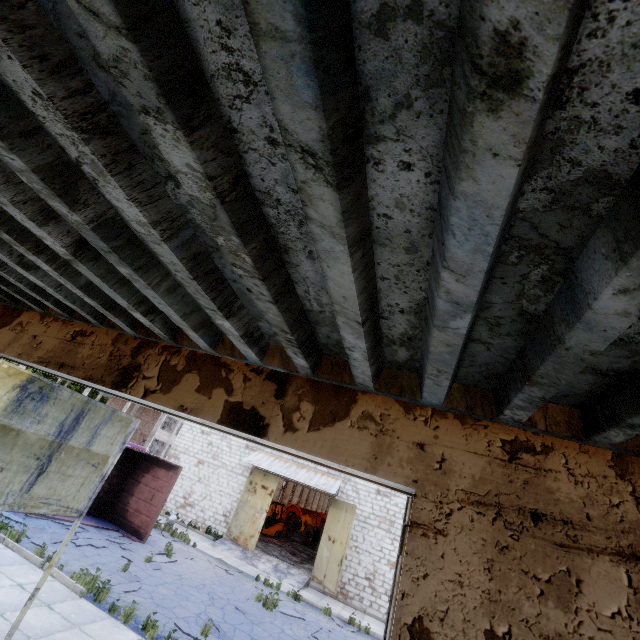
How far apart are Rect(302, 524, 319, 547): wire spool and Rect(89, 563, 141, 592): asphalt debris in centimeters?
2080cm

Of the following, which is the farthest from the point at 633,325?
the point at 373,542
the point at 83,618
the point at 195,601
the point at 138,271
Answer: the point at 373,542

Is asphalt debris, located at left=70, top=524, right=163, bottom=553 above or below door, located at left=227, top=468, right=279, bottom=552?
below

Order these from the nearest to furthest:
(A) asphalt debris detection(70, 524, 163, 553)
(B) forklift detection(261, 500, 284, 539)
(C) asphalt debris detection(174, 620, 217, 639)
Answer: (C) asphalt debris detection(174, 620, 217, 639) < (A) asphalt debris detection(70, 524, 163, 553) < (B) forklift detection(261, 500, 284, 539)

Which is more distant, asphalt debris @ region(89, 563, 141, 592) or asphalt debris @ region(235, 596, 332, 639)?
asphalt debris @ region(235, 596, 332, 639)

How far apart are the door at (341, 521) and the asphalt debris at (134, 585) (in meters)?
9.38

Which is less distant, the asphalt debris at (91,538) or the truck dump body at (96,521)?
the asphalt debris at (91,538)

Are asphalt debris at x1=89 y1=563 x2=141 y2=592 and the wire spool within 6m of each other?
no
